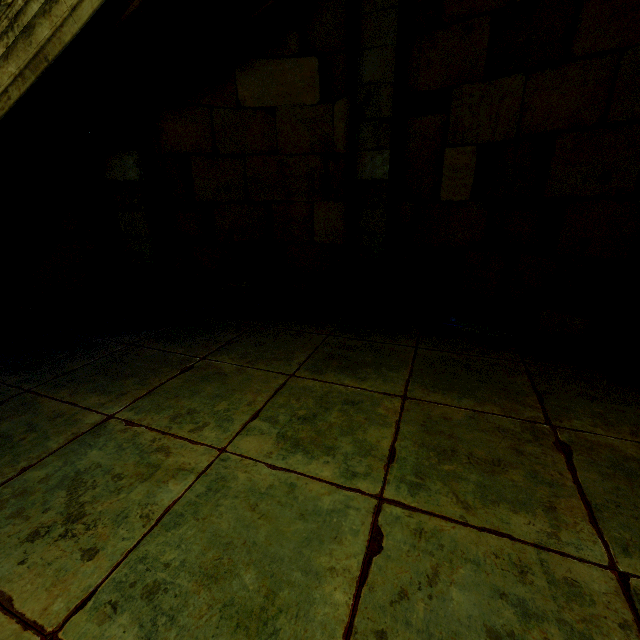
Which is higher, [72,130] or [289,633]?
[72,130]
